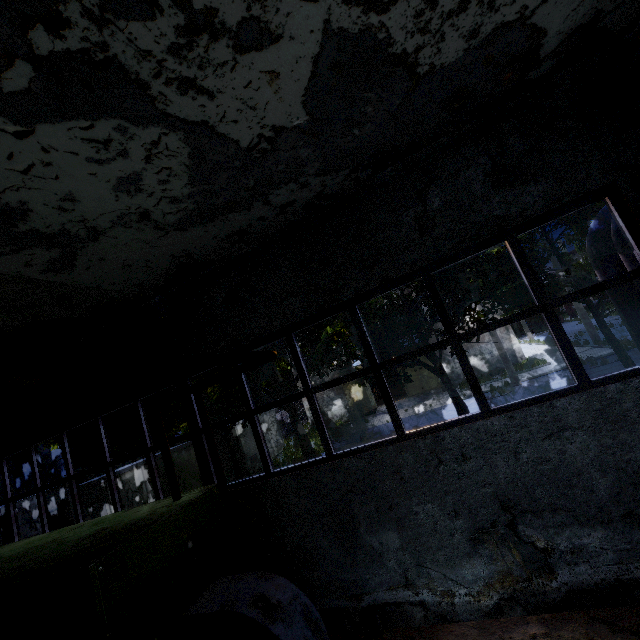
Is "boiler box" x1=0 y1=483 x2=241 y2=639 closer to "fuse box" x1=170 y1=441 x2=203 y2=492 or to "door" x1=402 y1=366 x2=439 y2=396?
"fuse box" x1=170 y1=441 x2=203 y2=492

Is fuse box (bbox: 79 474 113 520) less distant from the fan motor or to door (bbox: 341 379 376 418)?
the fan motor

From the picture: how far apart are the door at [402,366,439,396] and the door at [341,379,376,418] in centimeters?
269cm

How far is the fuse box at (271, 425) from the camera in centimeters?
2400cm

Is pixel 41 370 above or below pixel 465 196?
below

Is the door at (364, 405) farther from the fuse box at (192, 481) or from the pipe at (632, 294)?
the pipe at (632, 294)

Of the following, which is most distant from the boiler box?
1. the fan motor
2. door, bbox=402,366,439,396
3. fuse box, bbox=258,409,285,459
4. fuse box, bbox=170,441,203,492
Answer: door, bbox=402,366,439,396

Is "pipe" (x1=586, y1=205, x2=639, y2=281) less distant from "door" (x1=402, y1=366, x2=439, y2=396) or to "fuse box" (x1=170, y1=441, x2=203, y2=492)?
"fuse box" (x1=170, y1=441, x2=203, y2=492)
